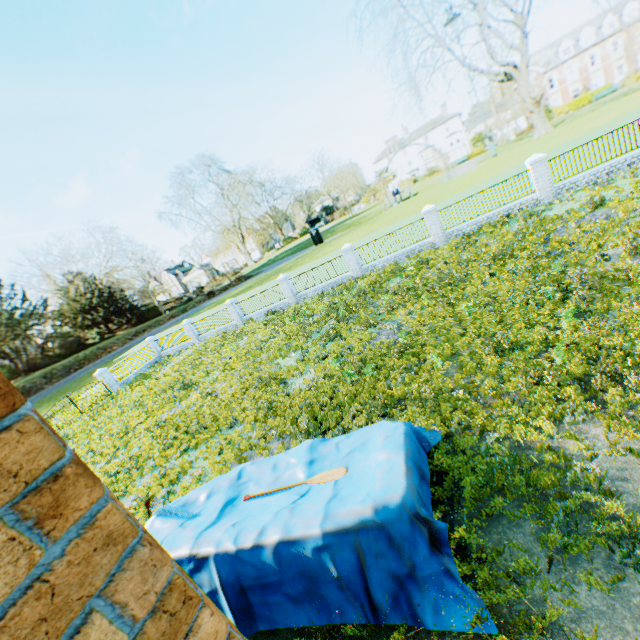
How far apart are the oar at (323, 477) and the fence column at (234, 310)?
21.5m

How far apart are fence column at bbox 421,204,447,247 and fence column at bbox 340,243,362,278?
4.7m

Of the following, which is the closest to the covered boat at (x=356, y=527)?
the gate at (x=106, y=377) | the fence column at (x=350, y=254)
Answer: the fence column at (x=350, y=254)

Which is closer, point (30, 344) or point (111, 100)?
point (111, 100)

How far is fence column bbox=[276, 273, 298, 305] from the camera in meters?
24.1

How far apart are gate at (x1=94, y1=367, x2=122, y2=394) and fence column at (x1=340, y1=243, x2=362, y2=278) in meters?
22.2 m

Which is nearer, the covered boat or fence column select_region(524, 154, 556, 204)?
the covered boat

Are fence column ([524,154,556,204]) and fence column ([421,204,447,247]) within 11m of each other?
yes
